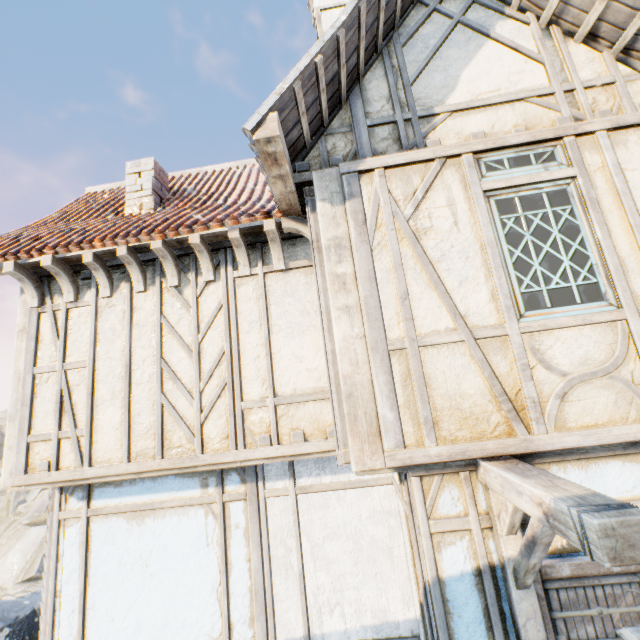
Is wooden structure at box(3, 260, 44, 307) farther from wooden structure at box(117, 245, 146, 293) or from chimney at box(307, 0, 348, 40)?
chimney at box(307, 0, 348, 40)

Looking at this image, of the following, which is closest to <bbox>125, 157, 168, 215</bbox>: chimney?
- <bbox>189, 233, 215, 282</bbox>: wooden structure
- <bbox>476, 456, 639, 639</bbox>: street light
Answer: <bbox>189, 233, 215, 282</bbox>: wooden structure

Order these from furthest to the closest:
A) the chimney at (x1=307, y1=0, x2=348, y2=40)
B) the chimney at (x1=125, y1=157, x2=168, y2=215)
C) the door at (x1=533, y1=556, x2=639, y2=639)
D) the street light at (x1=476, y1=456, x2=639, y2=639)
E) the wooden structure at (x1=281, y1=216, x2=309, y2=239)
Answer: the chimney at (x1=307, y1=0, x2=348, y2=40)
the chimney at (x1=125, y1=157, x2=168, y2=215)
the wooden structure at (x1=281, y1=216, x2=309, y2=239)
the door at (x1=533, y1=556, x2=639, y2=639)
the street light at (x1=476, y1=456, x2=639, y2=639)

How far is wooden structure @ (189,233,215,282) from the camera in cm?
418

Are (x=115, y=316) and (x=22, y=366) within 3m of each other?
yes

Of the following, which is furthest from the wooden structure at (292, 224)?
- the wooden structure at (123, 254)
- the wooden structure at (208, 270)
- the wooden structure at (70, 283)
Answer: the wooden structure at (70, 283)

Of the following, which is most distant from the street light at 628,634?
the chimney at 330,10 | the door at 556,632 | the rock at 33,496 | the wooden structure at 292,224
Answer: the rock at 33,496

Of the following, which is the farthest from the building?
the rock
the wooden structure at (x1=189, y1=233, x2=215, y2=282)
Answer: the rock
